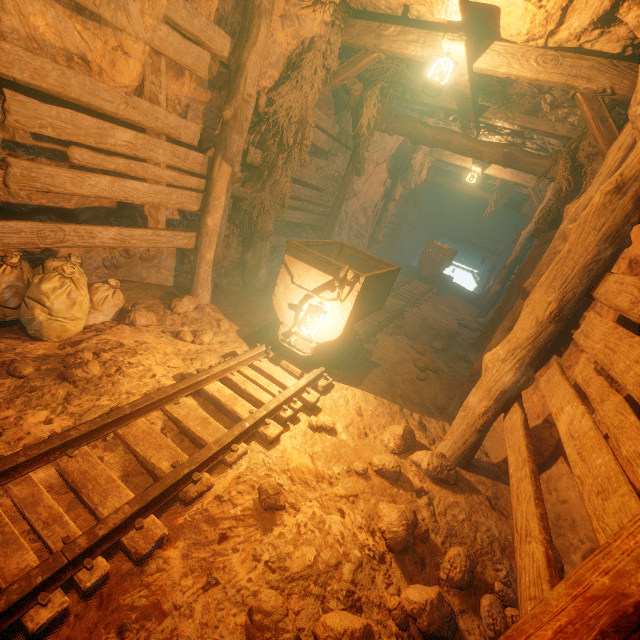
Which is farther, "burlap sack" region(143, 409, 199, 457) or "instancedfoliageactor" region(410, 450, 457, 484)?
"instancedfoliageactor" region(410, 450, 457, 484)

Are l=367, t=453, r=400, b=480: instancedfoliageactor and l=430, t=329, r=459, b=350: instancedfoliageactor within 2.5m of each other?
no

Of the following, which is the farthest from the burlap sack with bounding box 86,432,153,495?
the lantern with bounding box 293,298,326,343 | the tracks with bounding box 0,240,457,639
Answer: the lantern with bounding box 293,298,326,343

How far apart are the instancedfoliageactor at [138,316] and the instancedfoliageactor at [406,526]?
3.32m

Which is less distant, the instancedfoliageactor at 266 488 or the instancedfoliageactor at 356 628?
the instancedfoliageactor at 356 628

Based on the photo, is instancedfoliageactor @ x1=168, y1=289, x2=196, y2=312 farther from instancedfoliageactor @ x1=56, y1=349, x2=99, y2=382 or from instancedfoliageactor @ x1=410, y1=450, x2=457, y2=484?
instancedfoliageactor @ x1=410, y1=450, x2=457, y2=484

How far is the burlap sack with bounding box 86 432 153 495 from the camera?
2.2m

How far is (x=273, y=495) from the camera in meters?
2.3
